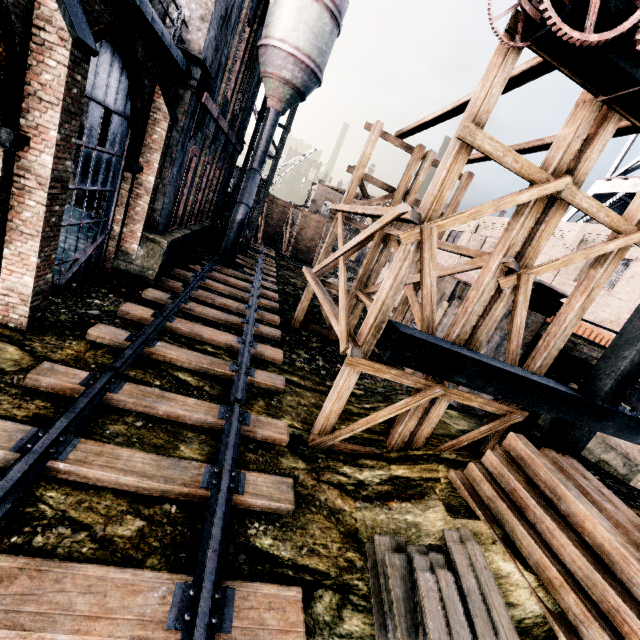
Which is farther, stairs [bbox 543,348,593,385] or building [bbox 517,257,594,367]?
building [bbox 517,257,594,367]

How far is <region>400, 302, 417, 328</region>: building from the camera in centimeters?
1700cm

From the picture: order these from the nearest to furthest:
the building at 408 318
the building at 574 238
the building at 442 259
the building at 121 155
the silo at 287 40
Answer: the building at 121 155 < the building at 574 238 < the building at 408 318 < the silo at 287 40 < the building at 442 259

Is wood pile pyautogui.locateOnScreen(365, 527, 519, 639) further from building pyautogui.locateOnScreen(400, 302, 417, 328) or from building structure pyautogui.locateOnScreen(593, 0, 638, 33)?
building pyautogui.locateOnScreen(400, 302, 417, 328)

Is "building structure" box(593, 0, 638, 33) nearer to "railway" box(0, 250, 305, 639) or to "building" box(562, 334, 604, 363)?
"building" box(562, 334, 604, 363)

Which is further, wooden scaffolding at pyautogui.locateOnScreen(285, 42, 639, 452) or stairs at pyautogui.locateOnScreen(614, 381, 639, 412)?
stairs at pyautogui.locateOnScreen(614, 381, 639, 412)

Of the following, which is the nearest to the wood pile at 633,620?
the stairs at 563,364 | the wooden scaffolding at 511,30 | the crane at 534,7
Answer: the wooden scaffolding at 511,30

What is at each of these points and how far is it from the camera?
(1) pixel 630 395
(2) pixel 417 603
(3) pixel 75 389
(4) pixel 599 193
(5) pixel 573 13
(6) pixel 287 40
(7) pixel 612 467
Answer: (1) stairs, 7.5 meters
(2) wood pile, 4.9 meters
(3) railway, 6.5 meters
(4) water tower, 23.7 meters
(5) building structure, 4.8 meters
(6) silo, 17.9 meters
(7) building, 12.2 meters
